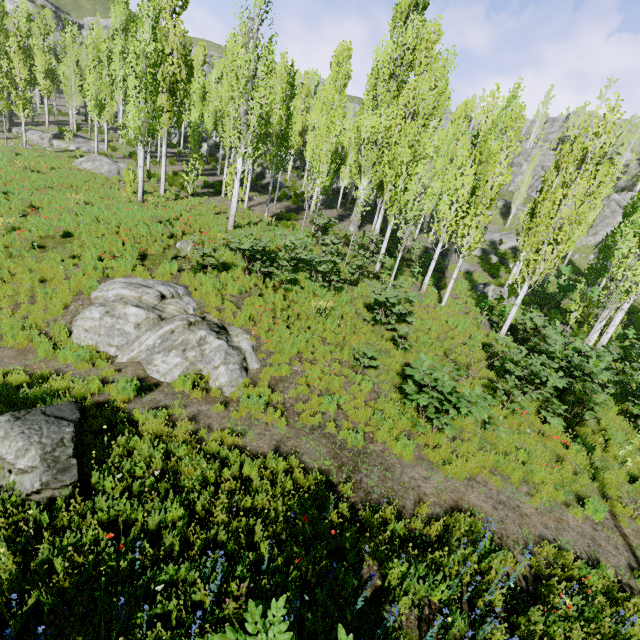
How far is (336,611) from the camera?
4.2m

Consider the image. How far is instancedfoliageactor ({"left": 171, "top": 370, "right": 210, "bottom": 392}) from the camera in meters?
7.6

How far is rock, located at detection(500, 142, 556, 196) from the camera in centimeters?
4903cm

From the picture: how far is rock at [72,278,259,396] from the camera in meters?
8.2 m

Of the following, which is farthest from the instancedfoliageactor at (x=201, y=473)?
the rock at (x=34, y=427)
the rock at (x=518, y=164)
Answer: the rock at (x=34, y=427)

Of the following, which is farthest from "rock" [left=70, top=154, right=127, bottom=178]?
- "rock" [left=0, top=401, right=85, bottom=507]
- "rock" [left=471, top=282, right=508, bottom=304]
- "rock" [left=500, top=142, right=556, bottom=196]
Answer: "rock" [left=500, top=142, right=556, bottom=196]

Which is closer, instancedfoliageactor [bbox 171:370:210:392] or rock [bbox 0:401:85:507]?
rock [bbox 0:401:85:507]

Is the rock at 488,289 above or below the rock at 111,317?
above
